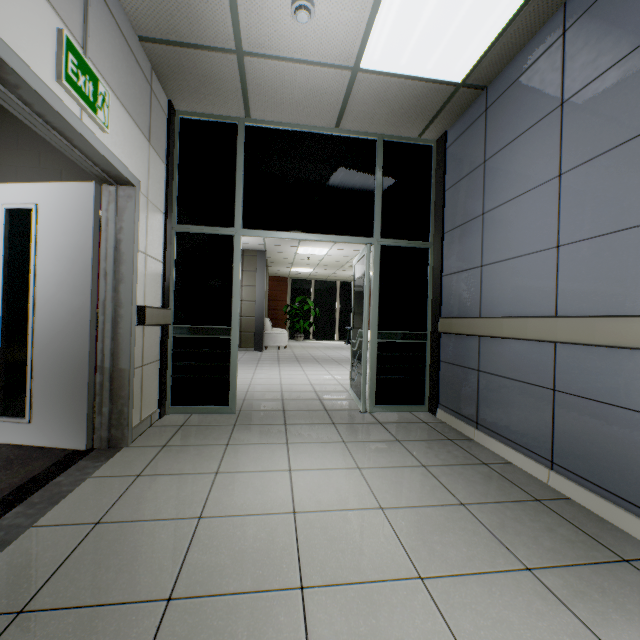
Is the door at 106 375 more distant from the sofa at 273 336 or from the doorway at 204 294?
the sofa at 273 336

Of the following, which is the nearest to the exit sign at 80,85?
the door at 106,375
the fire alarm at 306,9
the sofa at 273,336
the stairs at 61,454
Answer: the door at 106,375

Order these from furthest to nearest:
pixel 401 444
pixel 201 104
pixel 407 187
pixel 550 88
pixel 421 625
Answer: pixel 407 187 < pixel 201 104 < pixel 401 444 < pixel 550 88 < pixel 421 625

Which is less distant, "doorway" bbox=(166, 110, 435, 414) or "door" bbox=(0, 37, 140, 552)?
"door" bbox=(0, 37, 140, 552)

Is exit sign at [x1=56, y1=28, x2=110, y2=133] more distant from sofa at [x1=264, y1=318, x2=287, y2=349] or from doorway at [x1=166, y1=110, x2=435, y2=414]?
sofa at [x1=264, y1=318, x2=287, y2=349]

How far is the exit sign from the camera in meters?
1.7 m

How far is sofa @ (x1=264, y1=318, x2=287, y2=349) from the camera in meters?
10.8 m

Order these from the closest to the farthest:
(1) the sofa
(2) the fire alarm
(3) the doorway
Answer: (2) the fire alarm, (3) the doorway, (1) the sofa
